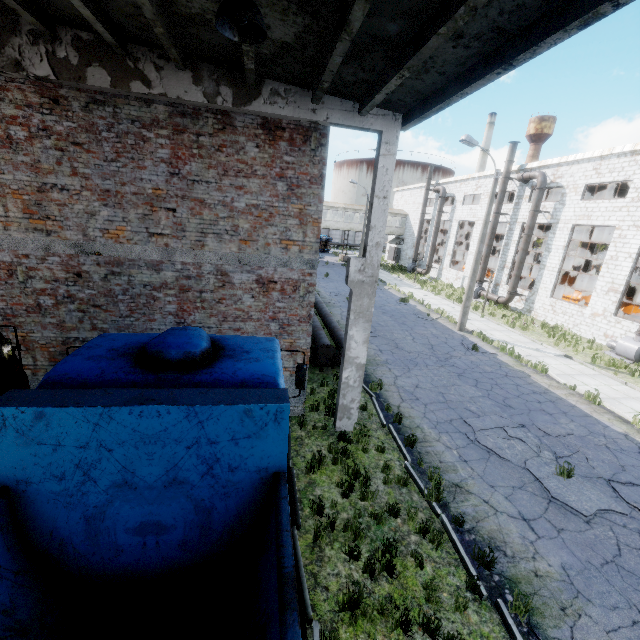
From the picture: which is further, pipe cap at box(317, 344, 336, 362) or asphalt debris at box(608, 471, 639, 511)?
pipe cap at box(317, 344, 336, 362)

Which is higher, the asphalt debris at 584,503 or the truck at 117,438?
the truck at 117,438

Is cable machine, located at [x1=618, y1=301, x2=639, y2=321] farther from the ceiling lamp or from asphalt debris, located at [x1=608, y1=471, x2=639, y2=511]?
the ceiling lamp

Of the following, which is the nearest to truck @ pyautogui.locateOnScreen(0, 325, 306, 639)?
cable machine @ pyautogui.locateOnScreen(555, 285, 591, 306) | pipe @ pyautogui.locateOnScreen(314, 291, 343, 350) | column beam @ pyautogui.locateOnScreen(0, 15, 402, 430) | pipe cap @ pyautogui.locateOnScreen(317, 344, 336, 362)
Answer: column beam @ pyautogui.locateOnScreen(0, 15, 402, 430)

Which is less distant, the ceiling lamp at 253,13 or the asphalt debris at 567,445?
the ceiling lamp at 253,13

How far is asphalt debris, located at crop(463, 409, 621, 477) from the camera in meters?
8.7 m

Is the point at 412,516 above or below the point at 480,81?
below

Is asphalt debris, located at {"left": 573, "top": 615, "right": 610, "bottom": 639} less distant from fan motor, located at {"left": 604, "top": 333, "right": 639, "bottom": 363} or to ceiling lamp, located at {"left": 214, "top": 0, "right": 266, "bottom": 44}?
ceiling lamp, located at {"left": 214, "top": 0, "right": 266, "bottom": 44}
